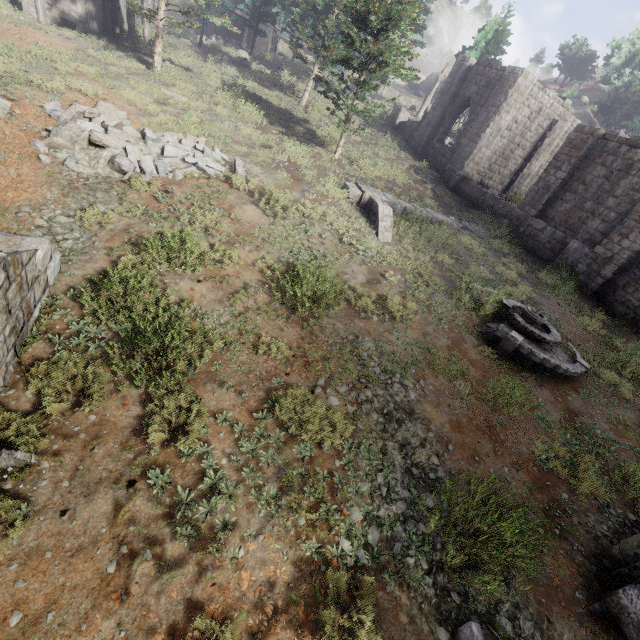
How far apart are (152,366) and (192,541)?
2.8 meters

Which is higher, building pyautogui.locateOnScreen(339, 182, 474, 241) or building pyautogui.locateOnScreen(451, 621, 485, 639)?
building pyautogui.locateOnScreen(339, 182, 474, 241)

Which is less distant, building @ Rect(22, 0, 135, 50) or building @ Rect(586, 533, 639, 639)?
building @ Rect(586, 533, 639, 639)

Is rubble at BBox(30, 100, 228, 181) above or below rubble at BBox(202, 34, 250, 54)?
below

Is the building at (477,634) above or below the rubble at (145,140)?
below

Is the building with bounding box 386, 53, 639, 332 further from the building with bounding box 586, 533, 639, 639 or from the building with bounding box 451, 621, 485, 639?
the building with bounding box 451, 621, 485, 639

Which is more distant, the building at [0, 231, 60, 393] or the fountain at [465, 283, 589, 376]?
the fountain at [465, 283, 589, 376]

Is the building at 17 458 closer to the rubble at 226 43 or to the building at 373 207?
the building at 373 207
